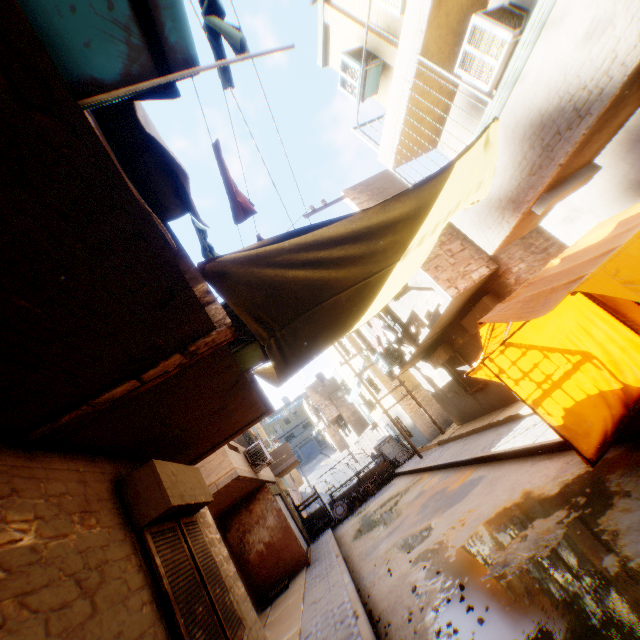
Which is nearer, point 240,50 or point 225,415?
point 240,50

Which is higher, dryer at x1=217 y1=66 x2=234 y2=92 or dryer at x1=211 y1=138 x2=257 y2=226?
dryer at x1=217 y1=66 x2=234 y2=92

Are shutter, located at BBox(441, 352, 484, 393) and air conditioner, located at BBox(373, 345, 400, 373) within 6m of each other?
yes

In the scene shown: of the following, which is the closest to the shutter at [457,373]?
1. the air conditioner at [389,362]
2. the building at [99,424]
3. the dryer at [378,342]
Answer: the building at [99,424]

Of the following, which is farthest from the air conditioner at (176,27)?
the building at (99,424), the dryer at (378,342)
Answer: the dryer at (378,342)

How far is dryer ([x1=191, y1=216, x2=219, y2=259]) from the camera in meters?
3.5

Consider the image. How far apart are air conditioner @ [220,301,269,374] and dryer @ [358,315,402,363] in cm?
727

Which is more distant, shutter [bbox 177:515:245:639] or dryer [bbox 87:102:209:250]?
shutter [bbox 177:515:245:639]
